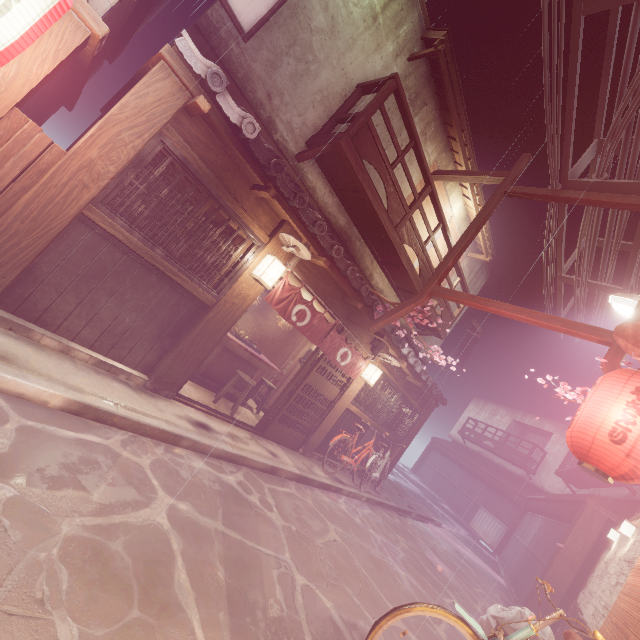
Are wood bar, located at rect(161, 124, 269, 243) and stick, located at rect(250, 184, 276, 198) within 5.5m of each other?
yes

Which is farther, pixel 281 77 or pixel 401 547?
pixel 401 547

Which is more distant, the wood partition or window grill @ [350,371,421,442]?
window grill @ [350,371,421,442]

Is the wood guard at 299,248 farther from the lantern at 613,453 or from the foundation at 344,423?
the lantern at 613,453

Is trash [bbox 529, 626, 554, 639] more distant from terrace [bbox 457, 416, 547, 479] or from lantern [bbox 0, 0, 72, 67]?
terrace [bbox 457, 416, 547, 479]

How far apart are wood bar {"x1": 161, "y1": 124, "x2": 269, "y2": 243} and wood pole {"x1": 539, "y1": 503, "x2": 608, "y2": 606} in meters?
17.7 m

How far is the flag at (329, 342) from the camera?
9.56m

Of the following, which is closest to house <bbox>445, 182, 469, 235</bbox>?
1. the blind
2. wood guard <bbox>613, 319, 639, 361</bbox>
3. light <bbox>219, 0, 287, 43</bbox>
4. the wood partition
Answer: light <bbox>219, 0, 287, 43</bbox>
